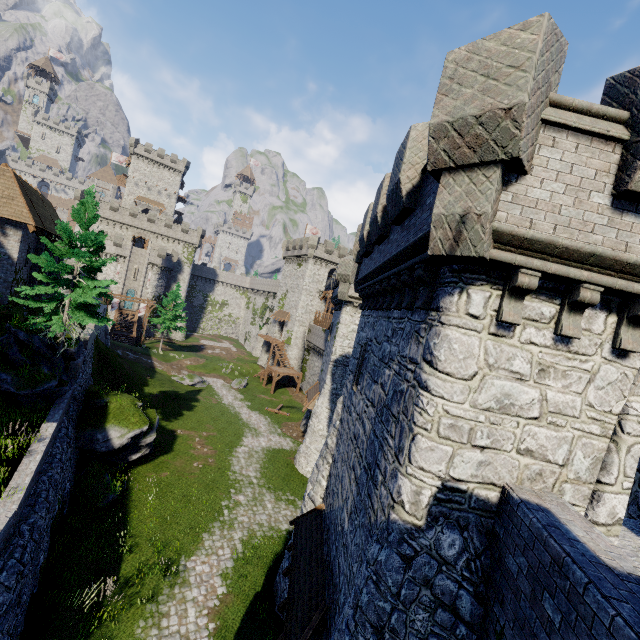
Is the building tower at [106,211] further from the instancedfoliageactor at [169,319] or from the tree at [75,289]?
the tree at [75,289]

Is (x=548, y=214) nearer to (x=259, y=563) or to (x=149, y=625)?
(x=149, y=625)

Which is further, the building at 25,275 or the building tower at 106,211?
the building tower at 106,211

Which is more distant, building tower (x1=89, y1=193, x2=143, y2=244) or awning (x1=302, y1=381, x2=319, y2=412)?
building tower (x1=89, y1=193, x2=143, y2=244)

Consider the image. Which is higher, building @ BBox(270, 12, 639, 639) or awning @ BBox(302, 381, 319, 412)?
building @ BBox(270, 12, 639, 639)

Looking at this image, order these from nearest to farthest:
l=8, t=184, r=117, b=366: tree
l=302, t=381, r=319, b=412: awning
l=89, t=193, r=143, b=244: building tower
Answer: l=8, t=184, r=117, b=366: tree
l=302, t=381, r=319, b=412: awning
l=89, t=193, r=143, b=244: building tower

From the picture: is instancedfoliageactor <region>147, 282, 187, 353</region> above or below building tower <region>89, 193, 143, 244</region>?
below

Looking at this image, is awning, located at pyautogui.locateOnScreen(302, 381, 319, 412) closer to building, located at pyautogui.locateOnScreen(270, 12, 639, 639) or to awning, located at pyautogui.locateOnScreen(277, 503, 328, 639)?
building, located at pyautogui.locateOnScreen(270, 12, 639, 639)
